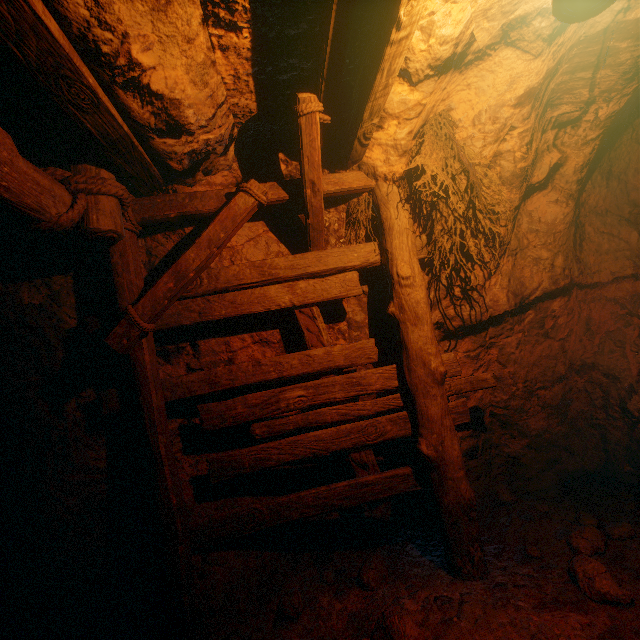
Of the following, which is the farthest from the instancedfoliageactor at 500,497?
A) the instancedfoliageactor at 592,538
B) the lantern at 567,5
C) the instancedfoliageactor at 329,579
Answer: the lantern at 567,5

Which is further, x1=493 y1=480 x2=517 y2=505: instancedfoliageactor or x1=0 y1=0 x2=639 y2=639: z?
x1=493 y1=480 x2=517 y2=505: instancedfoliageactor

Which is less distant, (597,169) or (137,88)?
(137,88)

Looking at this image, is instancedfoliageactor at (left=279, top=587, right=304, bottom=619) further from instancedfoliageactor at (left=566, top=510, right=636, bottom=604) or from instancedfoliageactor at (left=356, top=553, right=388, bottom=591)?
instancedfoliageactor at (left=566, top=510, right=636, bottom=604)

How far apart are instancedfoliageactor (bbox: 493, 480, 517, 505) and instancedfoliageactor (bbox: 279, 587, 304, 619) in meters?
2.6

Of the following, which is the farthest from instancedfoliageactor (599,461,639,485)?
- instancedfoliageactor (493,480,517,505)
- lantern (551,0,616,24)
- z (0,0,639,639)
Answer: lantern (551,0,616,24)

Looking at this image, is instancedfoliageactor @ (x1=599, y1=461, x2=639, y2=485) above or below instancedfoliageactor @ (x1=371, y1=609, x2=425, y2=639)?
above

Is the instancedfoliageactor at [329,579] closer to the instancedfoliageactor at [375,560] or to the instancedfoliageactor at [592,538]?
the instancedfoliageactor at [375,560]
